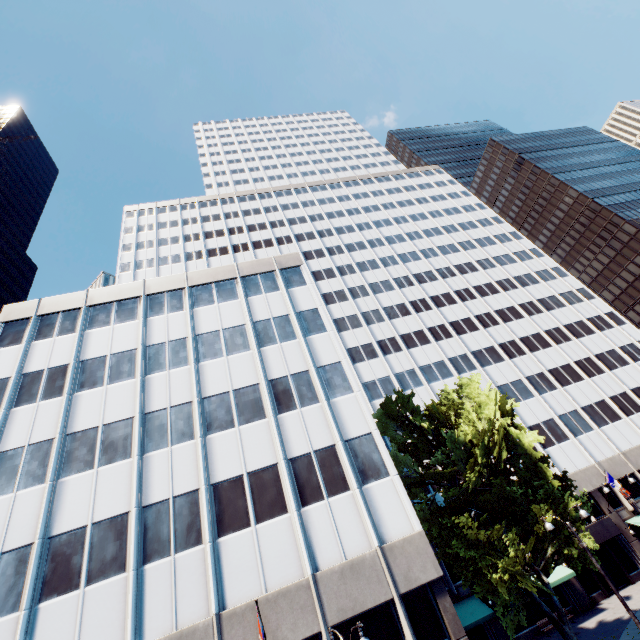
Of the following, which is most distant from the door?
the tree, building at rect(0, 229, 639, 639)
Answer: the tree

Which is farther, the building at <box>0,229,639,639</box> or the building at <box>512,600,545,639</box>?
the building at <box>512,600,545,639</box>

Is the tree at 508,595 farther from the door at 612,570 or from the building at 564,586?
the door at 612,570

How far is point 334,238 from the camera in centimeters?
5981cm

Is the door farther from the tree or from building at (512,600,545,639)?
the tree

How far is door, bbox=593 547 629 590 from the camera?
28.58m

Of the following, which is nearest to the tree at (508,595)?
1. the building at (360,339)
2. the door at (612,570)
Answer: the building at (360,339)
